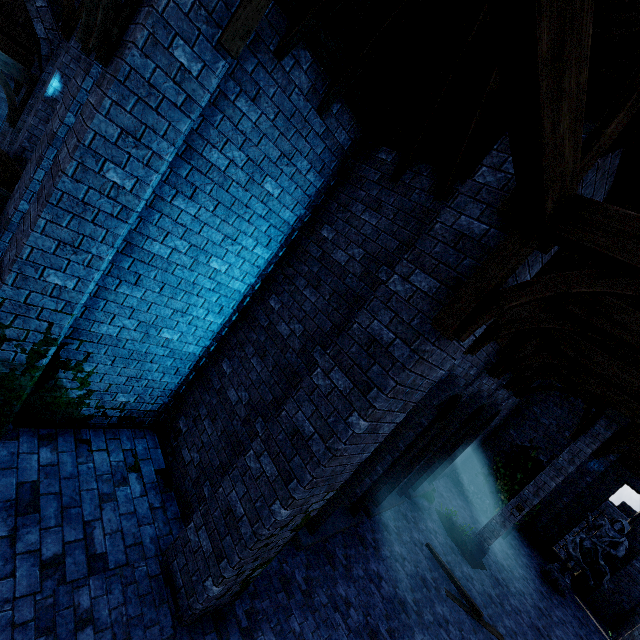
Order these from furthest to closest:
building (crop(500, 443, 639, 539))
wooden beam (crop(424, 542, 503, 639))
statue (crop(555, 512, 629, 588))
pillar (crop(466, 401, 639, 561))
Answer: building (crop(500, 443, 639, 539)) < statue (crop(555, 512, 629, 588)) < pillar (crop(466, 401, 639, 561)) < wooden beam (crop(424, 542, 503, 639))

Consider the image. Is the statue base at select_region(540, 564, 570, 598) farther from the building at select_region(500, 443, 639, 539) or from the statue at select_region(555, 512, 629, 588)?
the building at select_region(500, 443, 639, 539)

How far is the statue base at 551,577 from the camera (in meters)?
13.55

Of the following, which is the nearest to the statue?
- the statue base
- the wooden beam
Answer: the statue base

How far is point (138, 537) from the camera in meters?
5.0

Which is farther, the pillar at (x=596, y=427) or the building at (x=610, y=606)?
the building at (x=610, y=606)

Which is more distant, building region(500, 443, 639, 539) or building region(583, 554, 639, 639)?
building region(500, 443, 639, 539)

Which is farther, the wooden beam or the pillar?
the pillar
